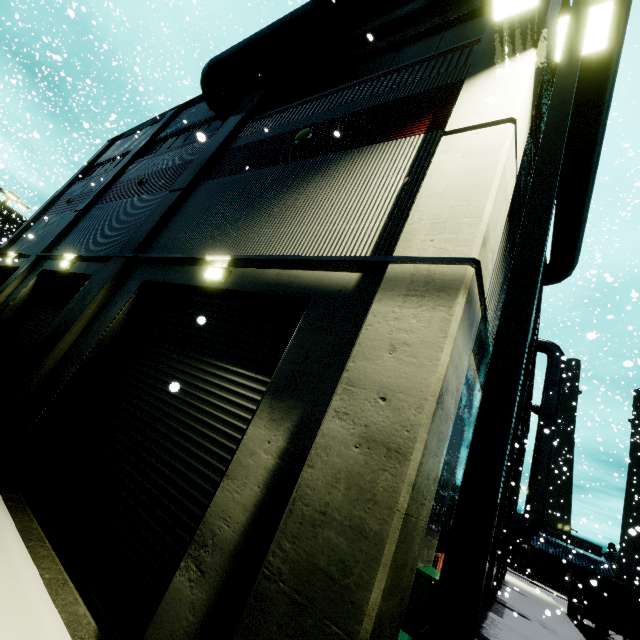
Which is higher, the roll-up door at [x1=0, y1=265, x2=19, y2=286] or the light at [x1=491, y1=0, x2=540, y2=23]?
the light at [x1=491, y1=0, x2=540, y2=23]

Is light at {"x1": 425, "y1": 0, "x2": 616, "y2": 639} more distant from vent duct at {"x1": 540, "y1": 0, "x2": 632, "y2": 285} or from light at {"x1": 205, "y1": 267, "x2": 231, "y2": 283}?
light at {"x1": 205, "y1": 267, "x2": 231, "y2": 283}

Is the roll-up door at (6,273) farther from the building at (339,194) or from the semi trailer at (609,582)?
the semi trailer at (609,582)

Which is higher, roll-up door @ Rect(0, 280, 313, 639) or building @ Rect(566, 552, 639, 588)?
building @ Rect(566, 552, 639, 588)

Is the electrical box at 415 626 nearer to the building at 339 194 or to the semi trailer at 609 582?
the building at 339 194

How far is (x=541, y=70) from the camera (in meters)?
5.77

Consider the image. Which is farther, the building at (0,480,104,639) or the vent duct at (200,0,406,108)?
the vent duct at (200,0,406,108)

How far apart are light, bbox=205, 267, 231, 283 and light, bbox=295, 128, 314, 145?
3.74m
